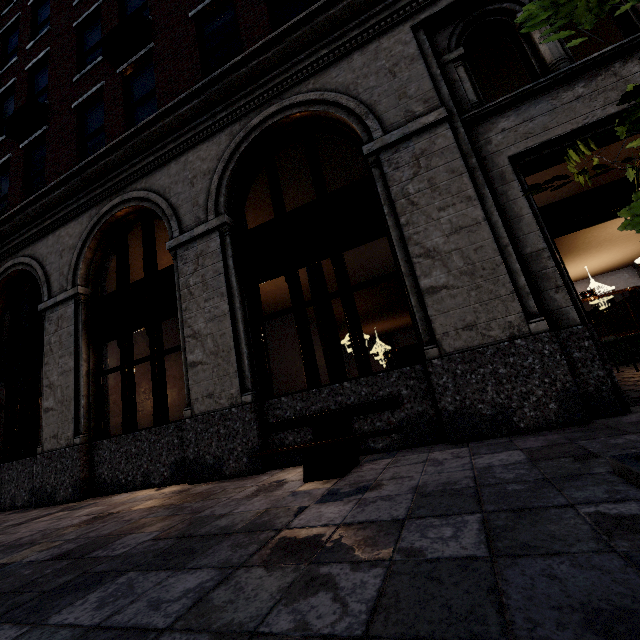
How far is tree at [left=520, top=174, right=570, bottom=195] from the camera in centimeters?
189cm

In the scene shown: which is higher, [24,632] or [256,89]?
[256,89]

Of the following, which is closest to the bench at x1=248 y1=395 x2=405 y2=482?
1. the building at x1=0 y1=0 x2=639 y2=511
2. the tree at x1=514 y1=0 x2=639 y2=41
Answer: the building at x1=0 y1=0 x2=639 y2=511

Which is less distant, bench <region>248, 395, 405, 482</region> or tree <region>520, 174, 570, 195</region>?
tree <region>520, 174, 570, 195</region>

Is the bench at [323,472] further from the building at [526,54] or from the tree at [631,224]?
the tree at [631,224]

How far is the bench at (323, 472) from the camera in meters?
3.4

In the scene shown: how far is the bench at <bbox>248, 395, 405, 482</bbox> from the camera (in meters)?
3.35
